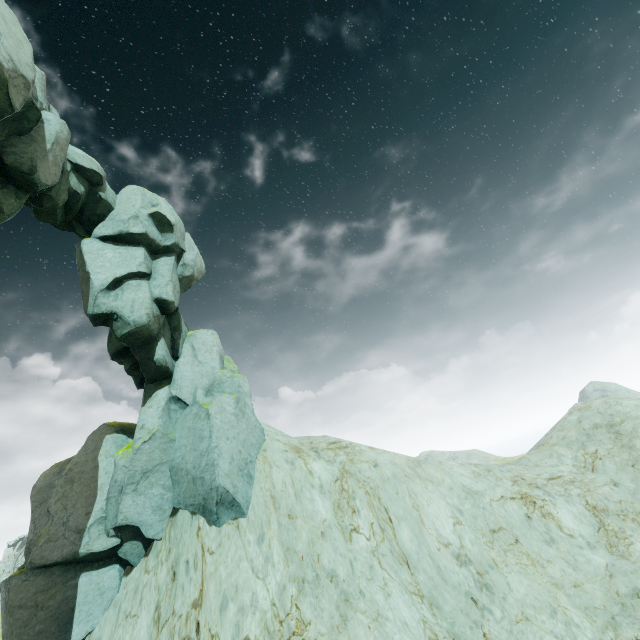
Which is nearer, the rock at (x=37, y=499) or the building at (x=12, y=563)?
the rock at (x=37, y=499)

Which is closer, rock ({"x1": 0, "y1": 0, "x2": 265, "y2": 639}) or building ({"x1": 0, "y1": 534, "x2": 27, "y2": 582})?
rock ({"x1": 0, "y1": 0, "x2": 265, "y2": 639})

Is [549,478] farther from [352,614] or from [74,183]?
[74,183]
